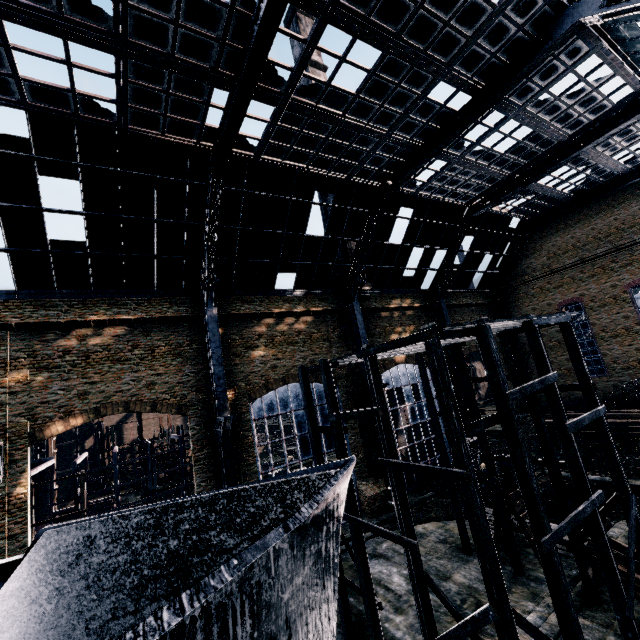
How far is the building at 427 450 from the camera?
29.6 meters

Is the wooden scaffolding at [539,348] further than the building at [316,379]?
No

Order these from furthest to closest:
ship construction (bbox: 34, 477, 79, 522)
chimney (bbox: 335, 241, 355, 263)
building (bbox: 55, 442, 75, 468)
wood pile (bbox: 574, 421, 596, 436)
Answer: building (bbox: 55, 442, 75, 468) < chimney (bbox: 335, 241, 355, 263) < wood pile (bbox: 574, 421, 596, 436) < ship construction (bbox: 34, 477, 79, 522)

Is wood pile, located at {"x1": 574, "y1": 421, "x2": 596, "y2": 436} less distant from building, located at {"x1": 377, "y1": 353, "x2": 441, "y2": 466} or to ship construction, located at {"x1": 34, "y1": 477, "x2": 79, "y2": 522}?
building, located at {"x1": 377, "y1": 353, "x2": 441, "y2": 466}

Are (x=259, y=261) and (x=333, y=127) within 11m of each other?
yes

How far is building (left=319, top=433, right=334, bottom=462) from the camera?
25.28m

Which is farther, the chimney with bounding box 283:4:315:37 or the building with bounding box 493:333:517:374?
the chimney with bounding box 283:4:315:37

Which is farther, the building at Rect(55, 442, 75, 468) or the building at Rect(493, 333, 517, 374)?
the building at Rect(55, 442, 75, 468)
